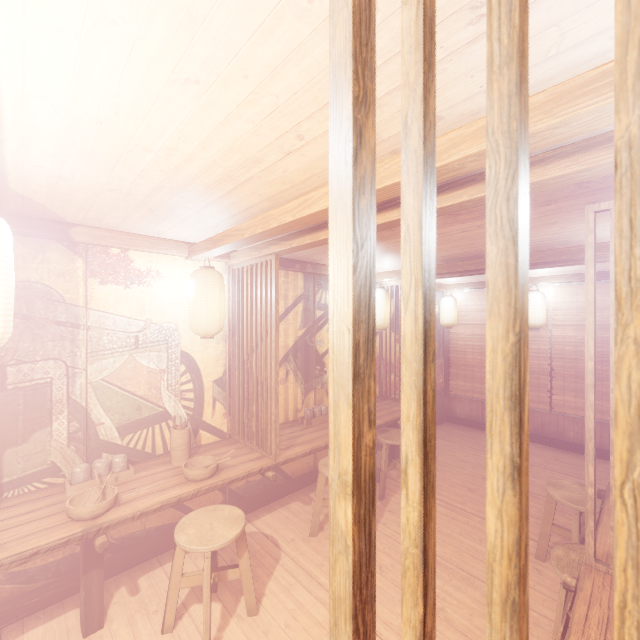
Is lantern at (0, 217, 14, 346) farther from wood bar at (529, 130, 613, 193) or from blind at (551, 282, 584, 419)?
blind at (551, 282, 584, 419)

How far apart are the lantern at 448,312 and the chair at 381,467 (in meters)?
5.20

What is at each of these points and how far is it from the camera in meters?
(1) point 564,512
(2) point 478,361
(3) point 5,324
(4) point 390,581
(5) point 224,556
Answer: (1) building, 6.7
(2) blind, 11.8
(3) lantern, 2.5
(4) building, 4.9
(5) building, 5.4

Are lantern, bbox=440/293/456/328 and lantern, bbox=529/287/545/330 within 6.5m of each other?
yes

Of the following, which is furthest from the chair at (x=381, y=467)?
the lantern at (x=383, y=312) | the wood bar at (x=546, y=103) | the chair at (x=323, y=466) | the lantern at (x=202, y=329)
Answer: the wood bar at (x=546, y=103)

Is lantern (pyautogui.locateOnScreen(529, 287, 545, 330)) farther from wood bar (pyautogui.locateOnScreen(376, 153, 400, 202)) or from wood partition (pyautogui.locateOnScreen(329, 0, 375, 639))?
wood partition (pyautogui.locateOnScreen(329, 0, 375, 639))

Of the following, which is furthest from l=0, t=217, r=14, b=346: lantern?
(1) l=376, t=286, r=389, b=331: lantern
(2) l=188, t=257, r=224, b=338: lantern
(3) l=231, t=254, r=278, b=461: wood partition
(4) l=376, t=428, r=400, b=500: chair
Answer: (1) l=376, t=286, r=389, b=331: lantern

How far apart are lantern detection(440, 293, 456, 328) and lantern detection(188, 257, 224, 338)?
8.59m
